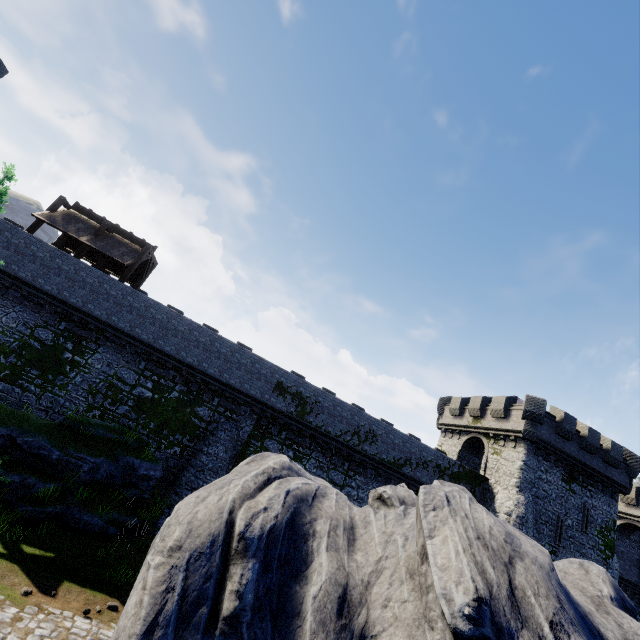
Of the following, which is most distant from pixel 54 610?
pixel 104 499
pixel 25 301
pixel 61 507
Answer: pixel 25 301
